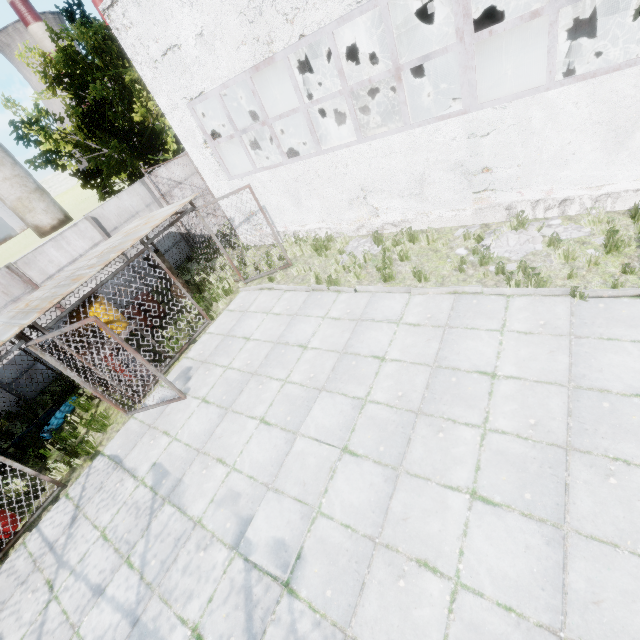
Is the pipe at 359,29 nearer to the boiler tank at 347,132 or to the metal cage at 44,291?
the boiler tank at 347,132

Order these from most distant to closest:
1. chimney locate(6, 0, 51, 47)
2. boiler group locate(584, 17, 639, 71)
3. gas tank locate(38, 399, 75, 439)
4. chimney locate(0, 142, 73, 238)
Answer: chimney locate(6, 0, 51, 47)
chimney locate(0, 142, 73, 238)
gas tank locate(38, 399, 75, 439)
boiler group locate(584, 17, 639, 71)

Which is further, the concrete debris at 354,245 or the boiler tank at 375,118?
the boiler tank at 375,118

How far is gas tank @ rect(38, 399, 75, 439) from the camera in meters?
9.0 m

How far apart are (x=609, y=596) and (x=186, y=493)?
6.1 meters

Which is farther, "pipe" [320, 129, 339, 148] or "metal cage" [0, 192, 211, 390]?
"pipe" [320, 129, 339, 148]

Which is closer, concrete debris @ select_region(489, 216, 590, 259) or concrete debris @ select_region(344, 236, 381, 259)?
concrete debris @ select_region(489, 216, 590, 259)

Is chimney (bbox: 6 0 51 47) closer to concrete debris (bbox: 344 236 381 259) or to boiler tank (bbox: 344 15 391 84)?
boiler tank (bbox: 344 15 391 84)
